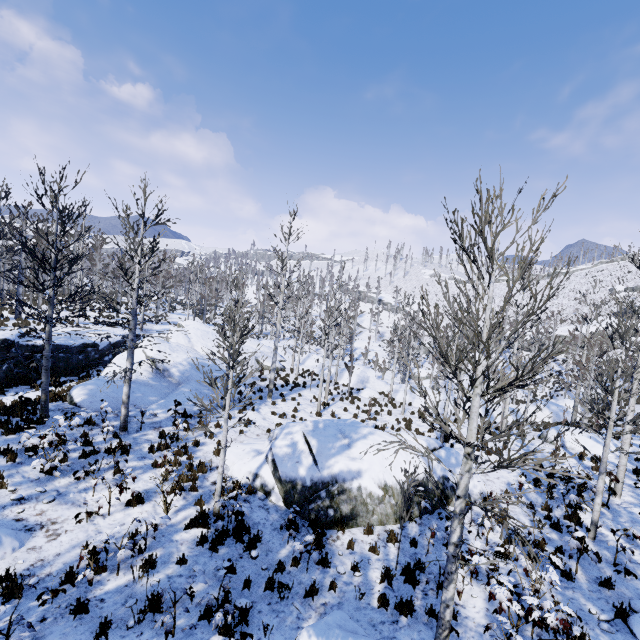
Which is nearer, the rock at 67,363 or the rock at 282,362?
the rock at 67,363

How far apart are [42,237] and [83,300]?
21.28m

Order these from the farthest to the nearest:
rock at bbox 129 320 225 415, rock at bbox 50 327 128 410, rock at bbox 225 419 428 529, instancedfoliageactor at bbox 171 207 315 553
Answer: rock at bbox 129 320 225 415
rock at bbox 50 327 128 410
rock at bbox 225 419 428 529
instancedfoliageactor at bbox 171 207 315 553

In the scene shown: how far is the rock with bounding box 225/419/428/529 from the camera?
9.5 meters

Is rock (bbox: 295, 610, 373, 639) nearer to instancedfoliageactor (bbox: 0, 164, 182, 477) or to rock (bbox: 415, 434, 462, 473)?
rock (bbox: 415, 434, 462, 473)

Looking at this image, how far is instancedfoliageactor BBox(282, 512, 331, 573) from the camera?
7.2 meters

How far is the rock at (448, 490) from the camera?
10.80m
